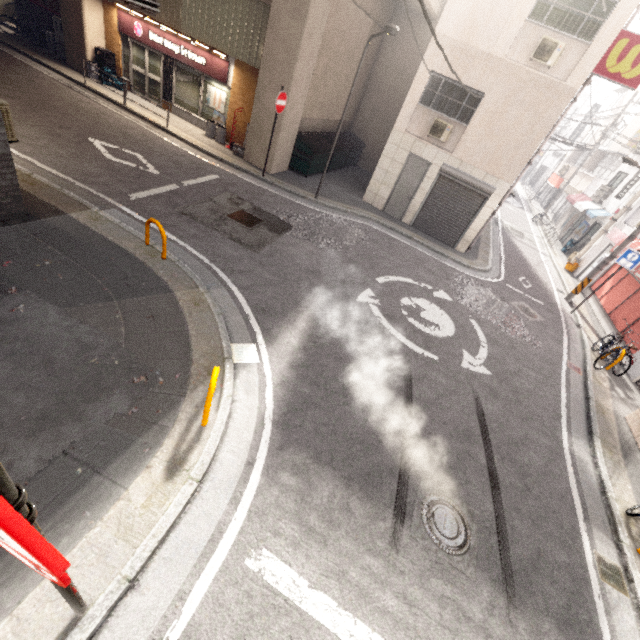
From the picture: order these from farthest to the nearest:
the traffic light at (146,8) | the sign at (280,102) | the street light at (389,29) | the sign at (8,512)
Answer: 1. the sign at (280,102)
2. the street light at (389,29)
3. the traffic light at (146,8)
4. the sign at (8,512)

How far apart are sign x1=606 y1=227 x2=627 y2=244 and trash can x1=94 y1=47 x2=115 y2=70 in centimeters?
2428cm

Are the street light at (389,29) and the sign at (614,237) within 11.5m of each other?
no

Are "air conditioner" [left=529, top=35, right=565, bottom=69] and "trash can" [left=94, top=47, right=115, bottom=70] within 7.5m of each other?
no

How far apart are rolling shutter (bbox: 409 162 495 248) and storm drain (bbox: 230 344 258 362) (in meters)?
10.55

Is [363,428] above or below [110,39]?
below

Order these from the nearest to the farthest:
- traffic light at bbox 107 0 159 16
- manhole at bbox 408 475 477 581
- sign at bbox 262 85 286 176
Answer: manhole at bbox 408 475 477 581 → traffic light at bbox 107 0 159 16 → sign at bbox 262 85 286 176

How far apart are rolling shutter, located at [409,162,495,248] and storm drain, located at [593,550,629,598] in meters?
10.9 m
